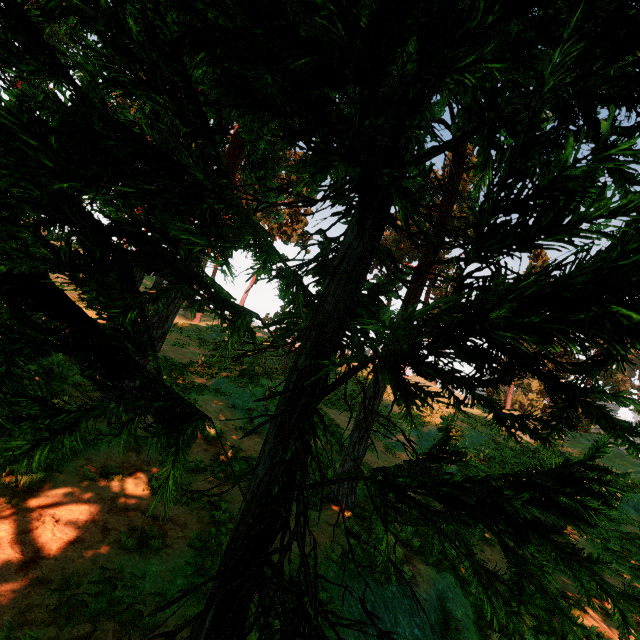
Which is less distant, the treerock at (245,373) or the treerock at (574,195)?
the treerock at (574,195)

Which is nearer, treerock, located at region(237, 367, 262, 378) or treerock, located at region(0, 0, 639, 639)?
treerock, located at region(0, 0, 639, 639)

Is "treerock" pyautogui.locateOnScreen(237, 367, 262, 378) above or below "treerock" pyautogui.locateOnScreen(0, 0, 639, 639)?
below

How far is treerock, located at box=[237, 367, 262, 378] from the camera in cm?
1966

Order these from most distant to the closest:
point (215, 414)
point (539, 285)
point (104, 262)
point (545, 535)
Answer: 1. point (215, 414)
2. point (545, 535)
3. point (104, 262)
4. point (539, 285)

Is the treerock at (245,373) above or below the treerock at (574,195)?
below
